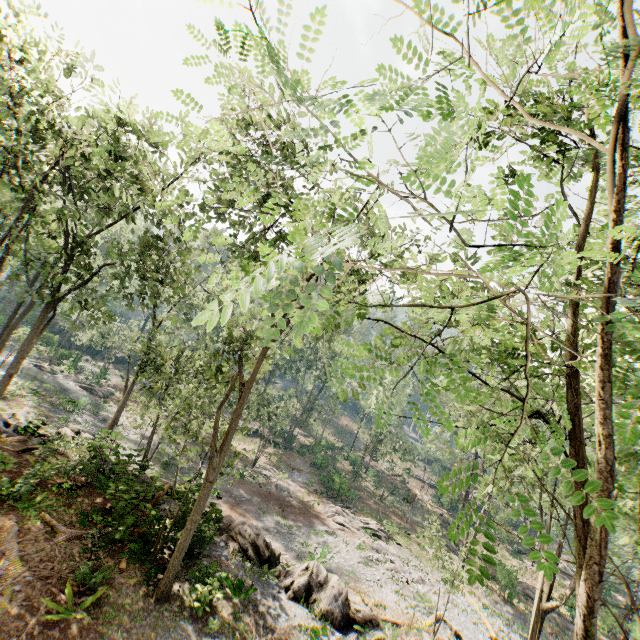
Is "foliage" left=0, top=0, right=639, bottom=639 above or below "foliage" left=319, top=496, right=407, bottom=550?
above

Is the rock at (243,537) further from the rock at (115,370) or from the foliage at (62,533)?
the rock at (115,370)

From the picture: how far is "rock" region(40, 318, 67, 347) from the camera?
48.00m

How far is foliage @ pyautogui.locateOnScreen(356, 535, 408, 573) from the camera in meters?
26.2

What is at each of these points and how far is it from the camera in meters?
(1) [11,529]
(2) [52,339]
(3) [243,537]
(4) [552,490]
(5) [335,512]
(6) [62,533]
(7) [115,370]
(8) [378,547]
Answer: (1) foliage, 11.8 m
(2) rock, 48.2 m
(3) rock, 17.1 m
(4) foliage, 15.4 m
(5) foliage, 32.4 m
(6) foliage, 12.6 m
(7) rock, 51.7 m
(8) foliage, 28.5 m

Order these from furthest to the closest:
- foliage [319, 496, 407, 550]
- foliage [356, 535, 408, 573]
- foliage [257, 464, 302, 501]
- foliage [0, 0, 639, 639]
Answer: foliage [257, 464, 302, 501], foliage [319, 496, 407, 550], foliage [356, 535, 408, 573], foliage [0, 0, 639, 639]

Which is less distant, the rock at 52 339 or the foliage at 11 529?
the foliage at 11 529
